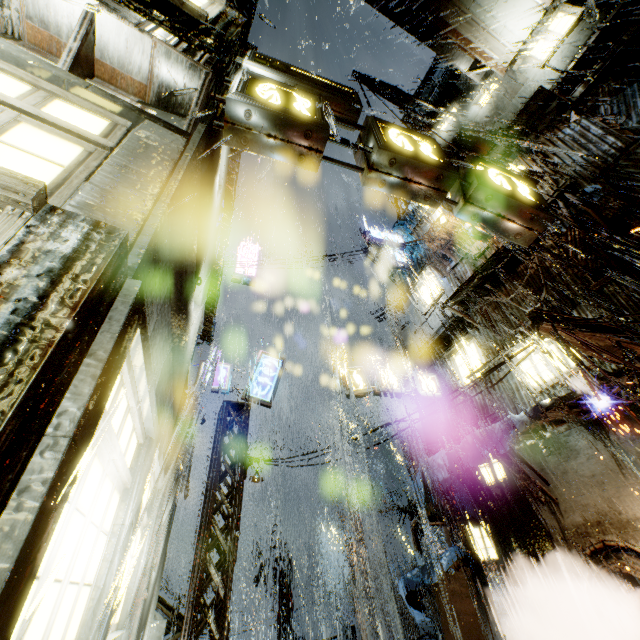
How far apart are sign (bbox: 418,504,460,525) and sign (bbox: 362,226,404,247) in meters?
14.9 m

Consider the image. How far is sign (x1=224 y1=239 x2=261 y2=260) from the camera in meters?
16.9

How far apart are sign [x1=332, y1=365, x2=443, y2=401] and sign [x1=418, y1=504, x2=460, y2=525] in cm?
453

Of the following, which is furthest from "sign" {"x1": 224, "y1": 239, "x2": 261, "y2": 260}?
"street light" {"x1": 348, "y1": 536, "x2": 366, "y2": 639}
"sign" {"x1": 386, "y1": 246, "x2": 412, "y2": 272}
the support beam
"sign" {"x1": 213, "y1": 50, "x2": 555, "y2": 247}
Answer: "street light" {"x1": 348, "y1": 536, "x2": 366, "y2": 639}

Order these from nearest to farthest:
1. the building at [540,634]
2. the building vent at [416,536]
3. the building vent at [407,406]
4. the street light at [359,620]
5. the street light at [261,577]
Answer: the building at [540,634] → the building vent at [416,536] → the street light at [261,577] → the street light at [359,620] → the building vent at [407,406]

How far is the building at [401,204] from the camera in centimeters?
1608cm

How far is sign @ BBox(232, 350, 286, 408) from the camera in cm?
1267

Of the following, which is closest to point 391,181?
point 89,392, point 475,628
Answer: point 89,392
